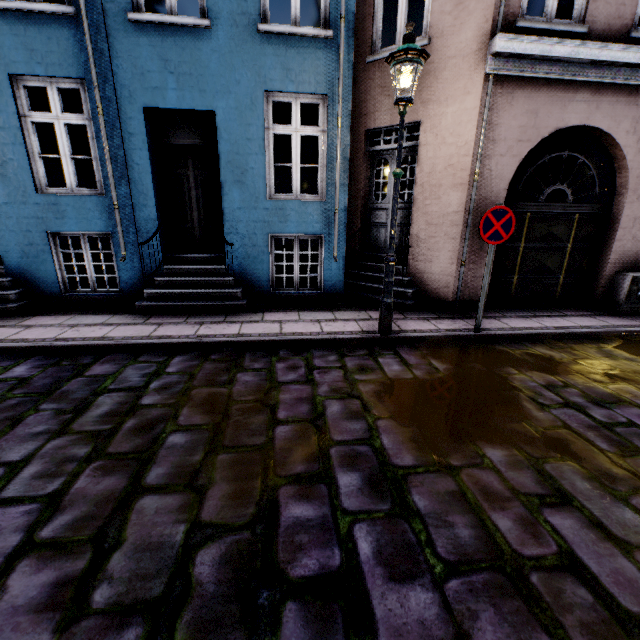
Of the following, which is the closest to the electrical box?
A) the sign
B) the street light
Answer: the street light

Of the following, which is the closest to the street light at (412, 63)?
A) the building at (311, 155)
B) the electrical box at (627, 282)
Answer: the building at (311, 155)

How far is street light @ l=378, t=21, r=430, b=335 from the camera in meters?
3.8

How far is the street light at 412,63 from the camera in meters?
3.8 m

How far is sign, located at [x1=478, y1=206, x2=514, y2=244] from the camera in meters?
4.6 m

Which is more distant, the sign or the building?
the building

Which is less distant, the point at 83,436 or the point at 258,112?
the point at 83,436

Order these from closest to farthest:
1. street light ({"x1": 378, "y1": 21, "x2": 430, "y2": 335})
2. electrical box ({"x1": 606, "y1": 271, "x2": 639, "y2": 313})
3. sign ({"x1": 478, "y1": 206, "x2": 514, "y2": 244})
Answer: street light ({"x1": 378, "y1": 21, "x2": 430, "y2": 335}), sign ({"x1": 478, "y1": 206, "x2": 514, "y2": 244}), electrical box ({"x1": 606, "y1": 271, "x2": 639, "y2": 313})
